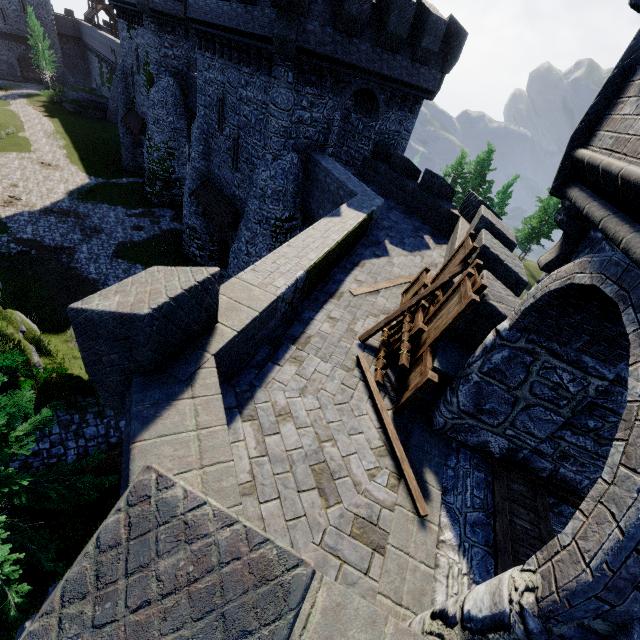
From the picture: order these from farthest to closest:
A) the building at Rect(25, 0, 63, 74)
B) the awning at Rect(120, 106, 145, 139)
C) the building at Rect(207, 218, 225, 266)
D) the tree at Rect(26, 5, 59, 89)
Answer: the building at Rect(25, 0, 63, 74) < the tree at Rect(26, 5, 59, 89) < the awning at Rect(120, 106, 145, 139) < the building at Rect(207, 218, 225, 266)

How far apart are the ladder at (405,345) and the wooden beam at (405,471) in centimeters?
8cm

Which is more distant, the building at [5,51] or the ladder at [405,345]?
the building at [5,51]

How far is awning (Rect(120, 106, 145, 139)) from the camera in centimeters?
2965cm

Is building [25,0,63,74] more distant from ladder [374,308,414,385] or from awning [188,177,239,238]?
ladder [374,308,414,385]

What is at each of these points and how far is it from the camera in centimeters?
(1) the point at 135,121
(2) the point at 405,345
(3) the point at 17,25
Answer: (1) awning, 3067cm
(2) ladder, 615cm
(3) building, 5184cm

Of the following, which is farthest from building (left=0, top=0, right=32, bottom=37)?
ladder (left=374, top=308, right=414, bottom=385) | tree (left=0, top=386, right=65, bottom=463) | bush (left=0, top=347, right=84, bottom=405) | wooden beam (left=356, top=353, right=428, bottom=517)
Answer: wooden beam (left=356, top=353, right=428, bottom=517)

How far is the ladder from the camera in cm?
597
